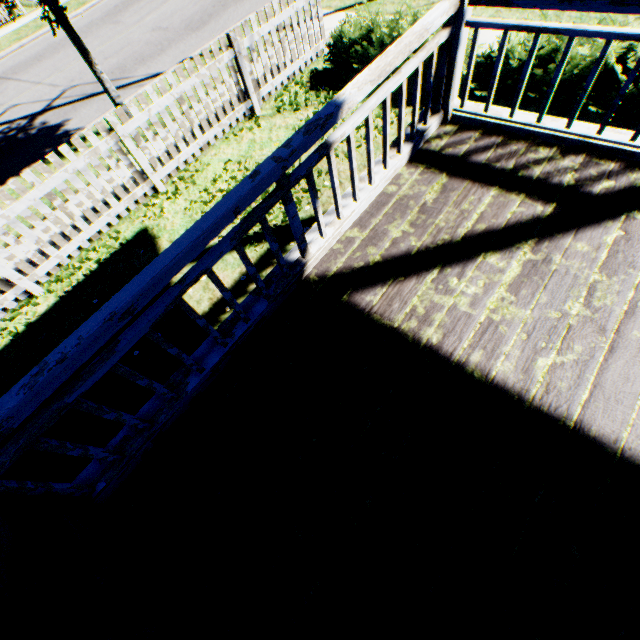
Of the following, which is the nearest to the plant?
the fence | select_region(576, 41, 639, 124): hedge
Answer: the fence

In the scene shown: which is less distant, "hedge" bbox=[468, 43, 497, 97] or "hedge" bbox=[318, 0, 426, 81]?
"hedge" bbox=[468, 43, 497, 97]

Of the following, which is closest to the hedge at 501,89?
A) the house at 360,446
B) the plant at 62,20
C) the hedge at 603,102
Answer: the hedge at 603,102

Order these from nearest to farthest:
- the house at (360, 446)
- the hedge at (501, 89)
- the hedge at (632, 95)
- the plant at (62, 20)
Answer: the house at (360, 446) → the hedge at (632, 95) → the hedge at (501, 89) → the plant at (62, 20)

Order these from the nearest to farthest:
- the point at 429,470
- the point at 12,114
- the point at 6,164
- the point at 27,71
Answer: the point at 429,470
the point at 6,164
the point at 12,114
the point at 27,71

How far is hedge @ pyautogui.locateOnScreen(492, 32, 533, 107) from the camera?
4.6 meters

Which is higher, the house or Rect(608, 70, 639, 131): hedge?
the house
